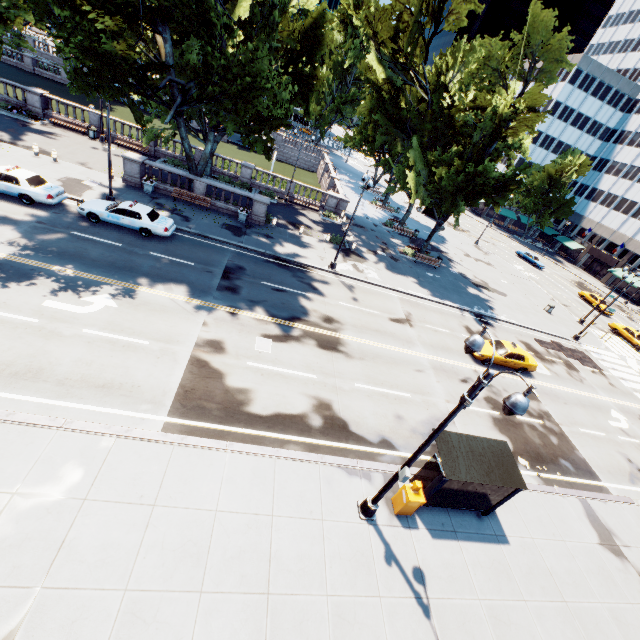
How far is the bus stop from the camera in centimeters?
1080cm

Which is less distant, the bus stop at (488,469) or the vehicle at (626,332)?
the bus stop at (488,469)

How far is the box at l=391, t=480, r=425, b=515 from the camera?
10.8 meters

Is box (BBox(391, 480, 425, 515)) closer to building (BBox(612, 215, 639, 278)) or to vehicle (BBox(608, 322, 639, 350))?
vehicle (BBox(608, 322, 639, 350))

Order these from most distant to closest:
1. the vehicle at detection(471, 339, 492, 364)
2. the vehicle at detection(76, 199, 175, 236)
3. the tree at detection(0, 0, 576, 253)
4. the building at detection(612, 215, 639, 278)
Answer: the building at detection(612, 215, 639, 278) < the vehicle at detection(471, 339, 492, 364) < the vehicle at detection(76, 199, 175, 236) < the tree at detection(0, 0, 576, 253)

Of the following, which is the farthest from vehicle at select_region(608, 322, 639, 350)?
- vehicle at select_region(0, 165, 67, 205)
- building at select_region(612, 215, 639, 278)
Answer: vehicle at select_region(0, 165, 67, 205)

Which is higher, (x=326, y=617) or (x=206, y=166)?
(x=206, y=166)

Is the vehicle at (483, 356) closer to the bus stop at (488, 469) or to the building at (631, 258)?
the bus stop at (488, 469)
